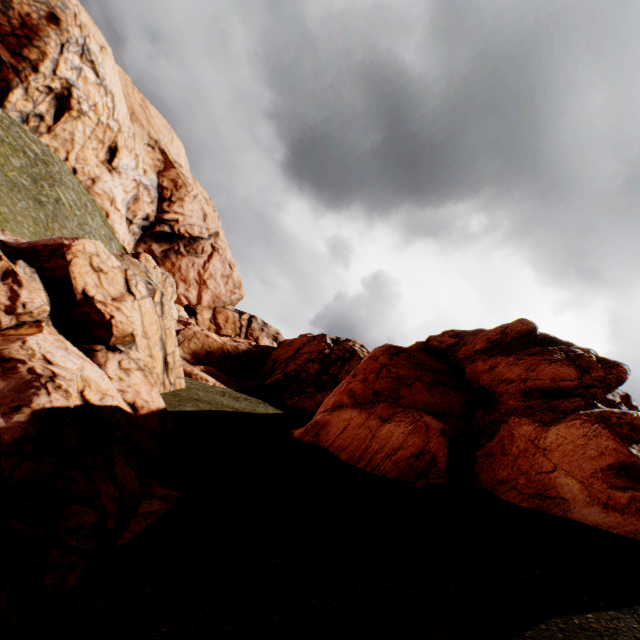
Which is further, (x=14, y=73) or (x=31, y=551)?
(x=14, y=73)
